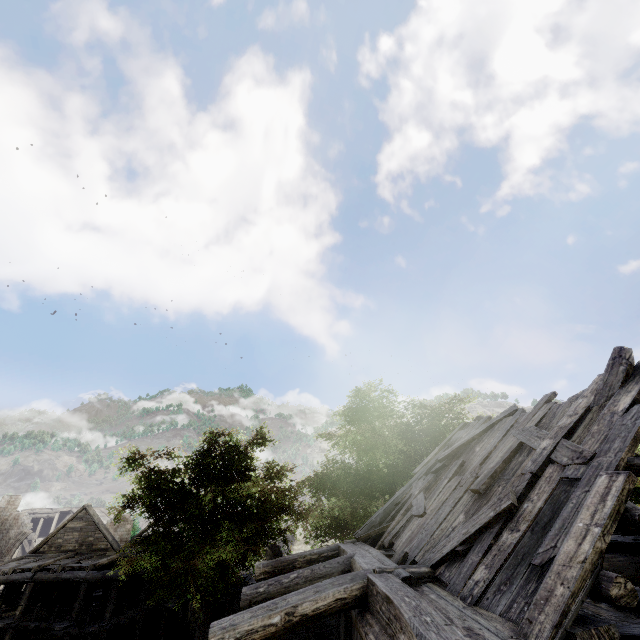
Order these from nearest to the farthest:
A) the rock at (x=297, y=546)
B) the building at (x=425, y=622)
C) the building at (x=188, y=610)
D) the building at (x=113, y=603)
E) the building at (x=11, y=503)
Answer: the building at (x=425, y=622)
the building at (x=113, y=603)
the building at (x=188, y=610)
the building at (x=11, y=503)
the rock at (x=297, y=546)

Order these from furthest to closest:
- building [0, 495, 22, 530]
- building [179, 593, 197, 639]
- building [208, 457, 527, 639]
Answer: building [0, 495, 22, 530] < building [179, 593, 197, 639] < building [208, 457, 527, 639]

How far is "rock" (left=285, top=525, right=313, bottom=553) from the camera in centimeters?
3669cm

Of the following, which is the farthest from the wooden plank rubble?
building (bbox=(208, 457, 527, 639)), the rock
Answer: the rock

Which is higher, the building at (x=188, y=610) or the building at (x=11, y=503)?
the building at (x=11, y=503)

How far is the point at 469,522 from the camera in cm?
506

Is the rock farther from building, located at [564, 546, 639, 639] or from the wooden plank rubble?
the wooden plank rubble
